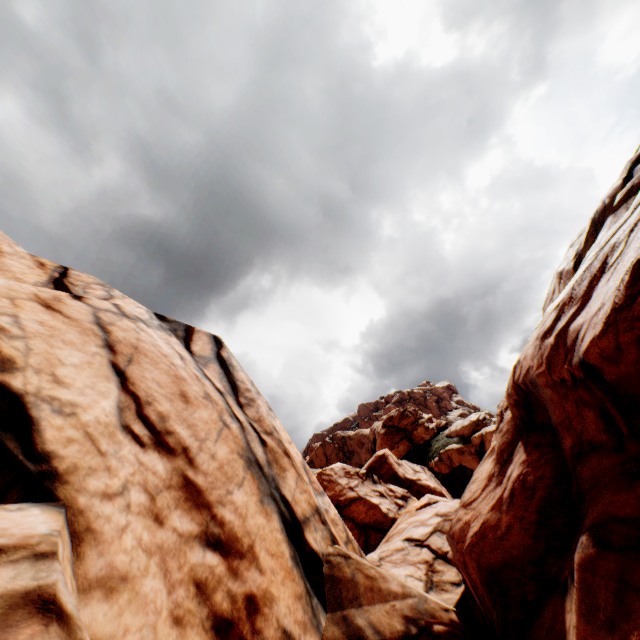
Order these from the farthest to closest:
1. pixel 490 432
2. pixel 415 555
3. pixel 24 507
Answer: pixel 490 432, pixel 415 555, pixel 24 507
